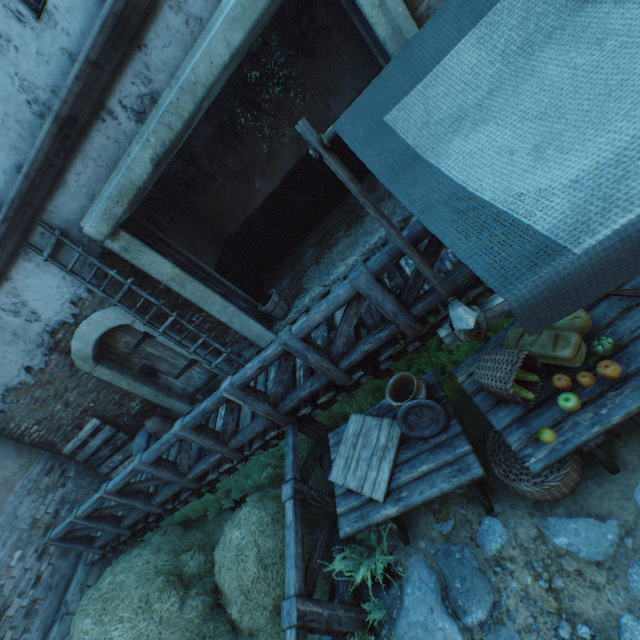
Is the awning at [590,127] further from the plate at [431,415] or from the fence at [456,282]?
the plate at [431,415]

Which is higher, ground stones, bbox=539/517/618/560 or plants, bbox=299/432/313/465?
plants, bbox=299/432/313/465

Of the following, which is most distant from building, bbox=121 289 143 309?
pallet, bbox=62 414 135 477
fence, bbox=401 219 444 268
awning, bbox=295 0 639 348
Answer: awning, bbox=295 0 639 348

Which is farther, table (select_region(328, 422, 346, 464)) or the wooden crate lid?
table (select_region(328, 422, 346, 464))

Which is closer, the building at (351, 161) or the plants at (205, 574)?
the plants at (205, 574)

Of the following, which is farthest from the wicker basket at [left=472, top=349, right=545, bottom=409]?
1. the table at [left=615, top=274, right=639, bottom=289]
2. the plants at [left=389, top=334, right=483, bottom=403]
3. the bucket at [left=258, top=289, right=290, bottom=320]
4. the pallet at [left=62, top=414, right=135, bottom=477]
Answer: the pallet at [left=62, top=414, right=135, bottom=477]

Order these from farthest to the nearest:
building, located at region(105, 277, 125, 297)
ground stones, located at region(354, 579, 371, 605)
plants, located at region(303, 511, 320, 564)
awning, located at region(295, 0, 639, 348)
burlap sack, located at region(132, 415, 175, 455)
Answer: burlap sack, located at region(132, 415, 175, 455)
building, located at region(105, 277, 125, 297)
plants, located at region(303, 511, 320, 564)
ground stones, located at region(354, 579, 371, 605)
awning, located at region(295, 0, 639, 348)

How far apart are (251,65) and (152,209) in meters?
3.1
